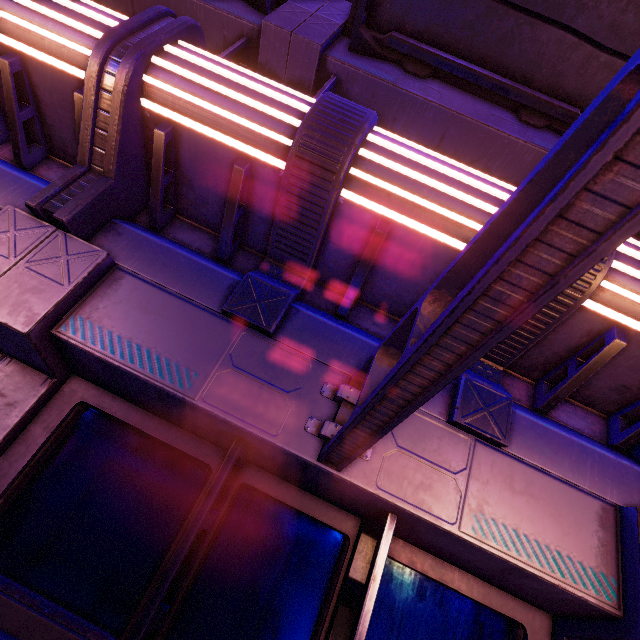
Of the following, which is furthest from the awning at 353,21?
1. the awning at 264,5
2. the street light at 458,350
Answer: the street light at 458,350

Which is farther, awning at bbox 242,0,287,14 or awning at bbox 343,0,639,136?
awning at bbox 242,0,287,14

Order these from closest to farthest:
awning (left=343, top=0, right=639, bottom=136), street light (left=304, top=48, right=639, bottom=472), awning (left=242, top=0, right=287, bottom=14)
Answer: street light (left=304, top=48, right=639, bottom=472) → awning (left=343, top=0, right=639, bottom=136) → awning (left=242, top=0, right=287, bottom=14)

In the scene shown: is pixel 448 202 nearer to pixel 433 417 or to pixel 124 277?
pixel 433 417

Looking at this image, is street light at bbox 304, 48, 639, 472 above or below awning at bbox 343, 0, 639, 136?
below

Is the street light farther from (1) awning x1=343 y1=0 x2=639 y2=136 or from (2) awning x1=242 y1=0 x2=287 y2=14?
(2) awning x1=242 y1=0 x2=287 y2=14

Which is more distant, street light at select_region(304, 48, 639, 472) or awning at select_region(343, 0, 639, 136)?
awning at select_region(343, 0, 639, 136)

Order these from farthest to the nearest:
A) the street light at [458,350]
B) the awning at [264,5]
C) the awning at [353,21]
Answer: the awning at [264,5], the awning at [353,21], the street light at [458,350]
